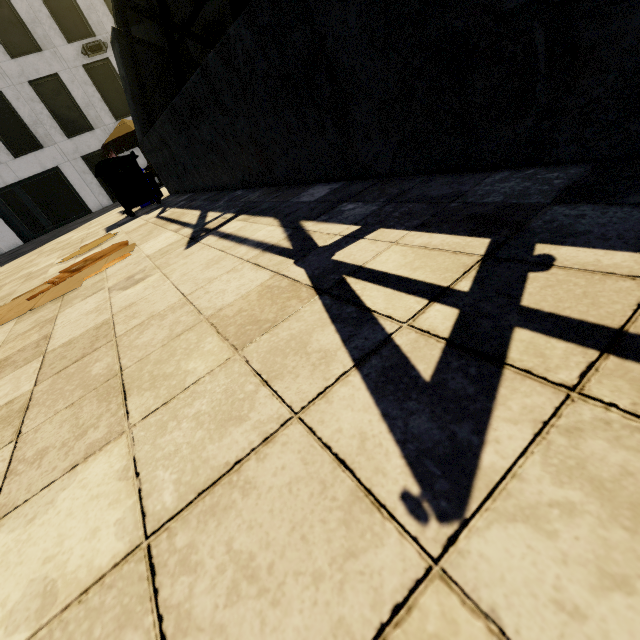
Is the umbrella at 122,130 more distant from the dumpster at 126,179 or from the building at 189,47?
the building at 189,47

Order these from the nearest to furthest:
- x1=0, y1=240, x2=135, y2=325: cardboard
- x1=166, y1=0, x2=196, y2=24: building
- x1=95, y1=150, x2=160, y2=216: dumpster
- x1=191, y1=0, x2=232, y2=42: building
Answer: x1=0, y1=240, x2=135, y2=325: cardboard
x1=95, y1=150, x2=160, y2=216: dumpster
x1=166, y1=0, x2=196, y2=24: building
x1=191, y1=0, x2=232, y2=42: building

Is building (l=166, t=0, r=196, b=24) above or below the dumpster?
above

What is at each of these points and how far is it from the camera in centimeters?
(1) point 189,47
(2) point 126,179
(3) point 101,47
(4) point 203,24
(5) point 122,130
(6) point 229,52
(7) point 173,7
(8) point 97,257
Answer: (1) building, 2172cm
(2) dumpster, 683cm
(3) air conditioner, 1828cm
(4) building, 2112cm
(5) umbrella, 1377cm
(6) underground building, 288cm
(7) building, 2039cm
(8) cardboard, 400cm

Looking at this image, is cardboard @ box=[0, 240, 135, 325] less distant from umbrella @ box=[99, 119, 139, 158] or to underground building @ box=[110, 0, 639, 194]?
underground building @ box=[110, 0, 639, 194]

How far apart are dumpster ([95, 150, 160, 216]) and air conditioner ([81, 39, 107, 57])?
17.3m

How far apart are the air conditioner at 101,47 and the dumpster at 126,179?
17.3m

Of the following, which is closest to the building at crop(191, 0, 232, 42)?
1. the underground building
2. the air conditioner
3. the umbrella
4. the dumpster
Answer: the air conditioner
